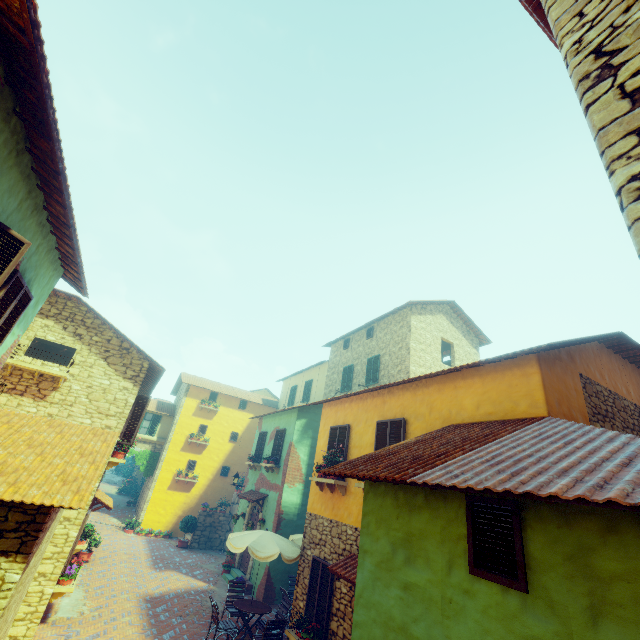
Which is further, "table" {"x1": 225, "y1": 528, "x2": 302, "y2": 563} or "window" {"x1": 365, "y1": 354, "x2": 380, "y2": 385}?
"window" {"x1": 365, "y1": 354, "x2": 380, "y2": 385}

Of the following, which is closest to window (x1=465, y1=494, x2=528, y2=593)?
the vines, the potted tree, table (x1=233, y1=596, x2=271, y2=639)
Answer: the vines

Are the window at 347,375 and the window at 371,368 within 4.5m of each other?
yes

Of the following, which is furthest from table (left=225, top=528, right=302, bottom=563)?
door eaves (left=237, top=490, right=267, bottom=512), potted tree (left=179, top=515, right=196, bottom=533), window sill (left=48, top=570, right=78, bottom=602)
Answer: potted tree (left=179, top=515, right=196, bottom=533)

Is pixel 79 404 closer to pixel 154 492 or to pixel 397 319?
pixel 397 319

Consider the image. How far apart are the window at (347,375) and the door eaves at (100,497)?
12.1 meters

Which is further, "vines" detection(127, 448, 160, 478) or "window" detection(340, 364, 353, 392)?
"vines" detection(127, 448, 160, 478)

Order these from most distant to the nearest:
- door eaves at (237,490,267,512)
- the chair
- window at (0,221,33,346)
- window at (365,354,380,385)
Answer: window at (365,354,380,385)
door eaves at (237,490,267,512)
the chair
window at (0,221,33,346)
